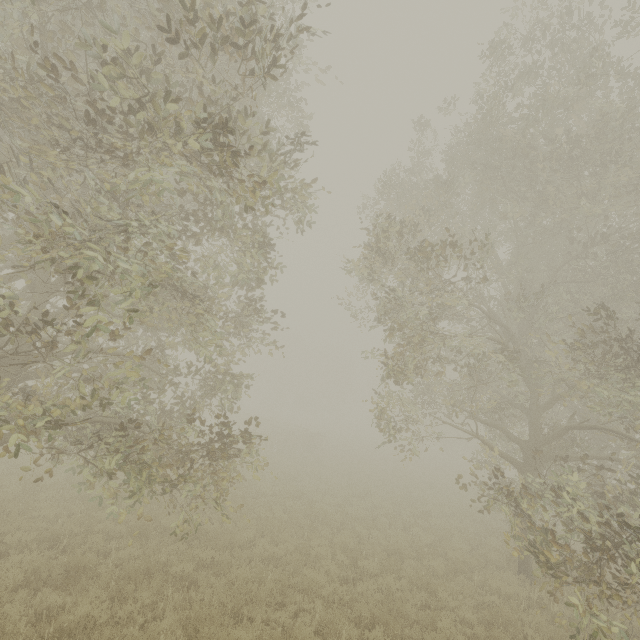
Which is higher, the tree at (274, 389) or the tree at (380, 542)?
the tree at (274, 389)

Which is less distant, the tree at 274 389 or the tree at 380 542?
the tree at 380 542

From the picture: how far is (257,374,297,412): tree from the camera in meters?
57.3

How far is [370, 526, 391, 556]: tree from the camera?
10.84m

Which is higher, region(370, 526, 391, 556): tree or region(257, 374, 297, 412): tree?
region(257, 374, 297, 412): tree

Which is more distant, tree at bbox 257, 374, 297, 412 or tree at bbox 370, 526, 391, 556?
tree at bbox 257, 374, 297, 412

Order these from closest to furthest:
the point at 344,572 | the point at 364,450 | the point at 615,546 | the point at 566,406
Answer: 1. the point at 615,546
2. the point at 344,572
3. the point at 566,406
4. the point at 364,450
